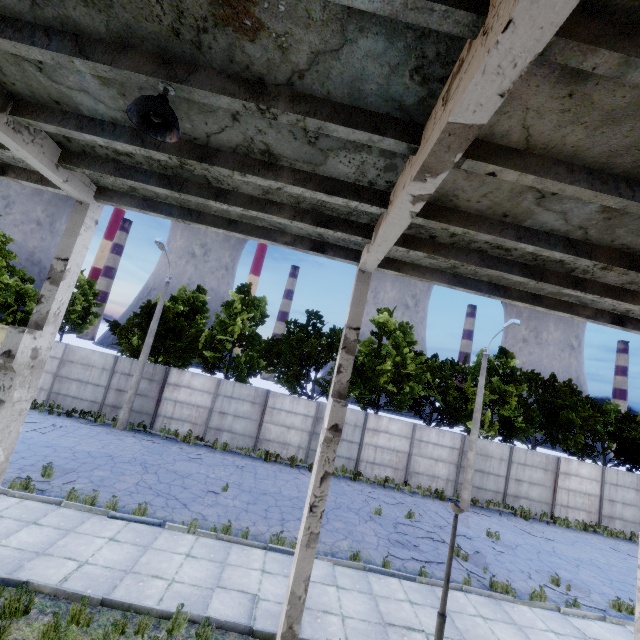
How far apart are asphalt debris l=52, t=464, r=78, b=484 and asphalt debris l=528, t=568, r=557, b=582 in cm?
1605

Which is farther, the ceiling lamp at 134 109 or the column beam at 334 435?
the ceiling lamp at 134 109

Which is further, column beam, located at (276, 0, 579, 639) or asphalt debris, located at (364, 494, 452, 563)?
asphalt debris, located at (364, 494, 452, 563)

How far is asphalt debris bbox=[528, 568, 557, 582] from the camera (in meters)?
11.37

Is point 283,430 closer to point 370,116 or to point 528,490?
point 528,490

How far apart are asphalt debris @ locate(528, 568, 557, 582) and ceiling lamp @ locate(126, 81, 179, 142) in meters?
16.3 m

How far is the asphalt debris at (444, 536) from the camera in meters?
11.0

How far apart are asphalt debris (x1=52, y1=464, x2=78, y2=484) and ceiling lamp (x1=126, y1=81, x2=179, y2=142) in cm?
1185
